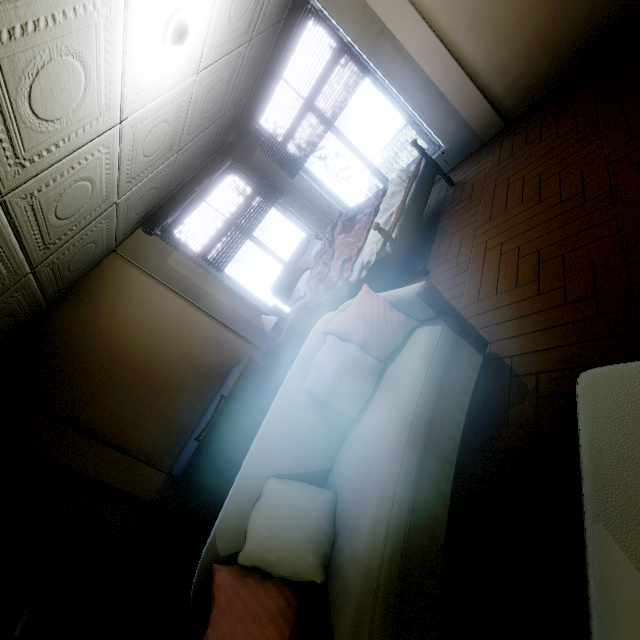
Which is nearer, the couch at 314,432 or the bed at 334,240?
the couch at 314,432

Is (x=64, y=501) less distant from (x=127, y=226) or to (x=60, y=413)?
(x=60, y=413)

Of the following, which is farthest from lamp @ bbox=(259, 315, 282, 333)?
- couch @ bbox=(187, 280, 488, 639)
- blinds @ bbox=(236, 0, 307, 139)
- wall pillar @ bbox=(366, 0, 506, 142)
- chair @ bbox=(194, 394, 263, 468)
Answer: wall pillar @ bbox=(366, 0, 506, 142)

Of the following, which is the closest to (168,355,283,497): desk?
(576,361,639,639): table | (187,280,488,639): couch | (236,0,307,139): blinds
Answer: (187,280,488,639): couch

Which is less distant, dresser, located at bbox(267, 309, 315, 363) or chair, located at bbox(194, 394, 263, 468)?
chair, located at bbox(194, 394, 263, 468)

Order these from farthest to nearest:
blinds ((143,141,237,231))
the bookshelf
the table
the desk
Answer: blinds ((143,141,237,231)), the desk, the bookshelf, the table

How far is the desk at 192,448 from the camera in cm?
321

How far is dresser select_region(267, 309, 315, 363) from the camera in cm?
432
